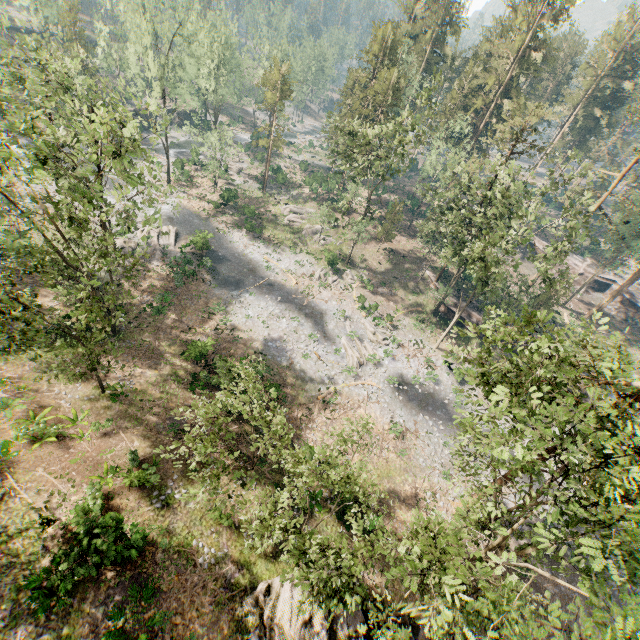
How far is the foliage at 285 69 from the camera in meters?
44.2

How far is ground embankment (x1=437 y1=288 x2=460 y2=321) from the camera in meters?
41.3 m

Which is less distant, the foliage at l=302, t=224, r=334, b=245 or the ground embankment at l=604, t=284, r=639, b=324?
the foliage at l=302, t=224, r=334, b=245

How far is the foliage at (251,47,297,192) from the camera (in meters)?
44.19

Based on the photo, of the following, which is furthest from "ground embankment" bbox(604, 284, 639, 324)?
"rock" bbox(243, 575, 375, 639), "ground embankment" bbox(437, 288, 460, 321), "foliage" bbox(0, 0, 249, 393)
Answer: "rock" bbox(243, 575, 375, 639)

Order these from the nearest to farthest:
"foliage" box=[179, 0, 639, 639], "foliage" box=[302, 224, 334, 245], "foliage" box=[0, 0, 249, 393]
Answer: "foliage" box=[179, 0, 639, 639] → "foliage" box=[0, 0, 249, 393] → "foliage" box=[302, 224, 334, 245]

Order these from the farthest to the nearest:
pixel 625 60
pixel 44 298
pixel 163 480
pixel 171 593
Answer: pixel 625 60
pixel 44 298
pixel 163 480
pixel 171 593

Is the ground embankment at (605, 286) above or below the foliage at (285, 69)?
below
